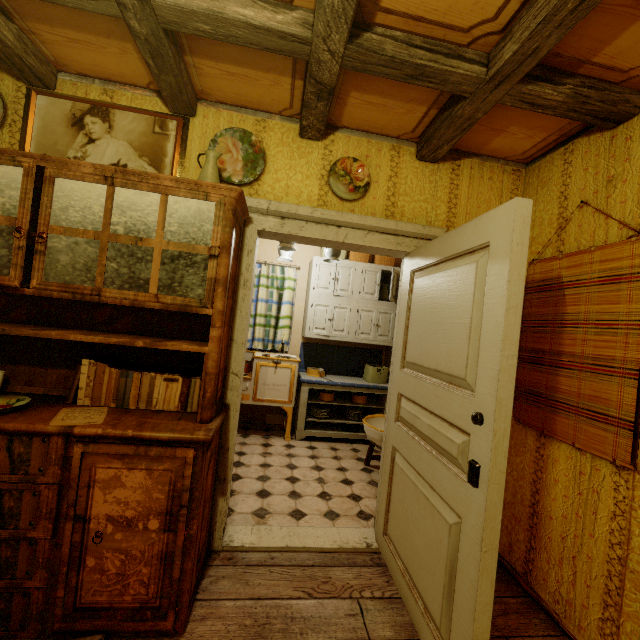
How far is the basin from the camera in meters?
3.2 m

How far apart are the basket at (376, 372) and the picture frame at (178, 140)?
3.23m

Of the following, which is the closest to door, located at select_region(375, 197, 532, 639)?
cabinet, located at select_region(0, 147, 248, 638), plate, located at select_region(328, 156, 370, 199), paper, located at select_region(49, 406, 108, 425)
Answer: plate, located at select_region(328, 156, 370, 199)

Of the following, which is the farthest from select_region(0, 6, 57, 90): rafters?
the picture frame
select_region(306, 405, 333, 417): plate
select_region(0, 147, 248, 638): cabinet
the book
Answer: select_region(306, 405, 333, 417): plate

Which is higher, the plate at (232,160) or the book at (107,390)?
the plate at (232,160)

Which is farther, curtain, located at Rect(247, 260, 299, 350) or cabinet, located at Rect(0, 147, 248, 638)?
curtain, located at Rect(247, 260, 299, 350)

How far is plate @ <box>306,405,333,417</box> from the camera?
4.34m

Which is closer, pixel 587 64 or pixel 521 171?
pixel 587 64
